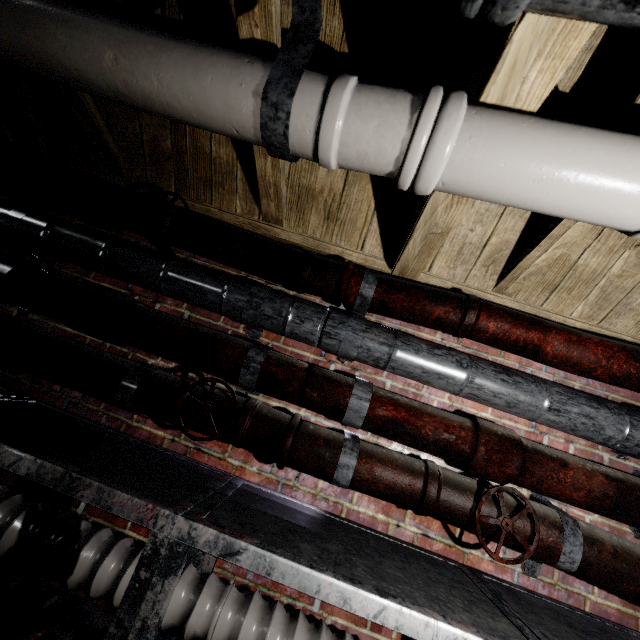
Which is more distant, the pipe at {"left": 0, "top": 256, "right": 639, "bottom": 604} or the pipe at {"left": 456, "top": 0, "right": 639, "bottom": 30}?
the pipe at {"left": 0, "top": 256, "right": 639, "bottom": 604}

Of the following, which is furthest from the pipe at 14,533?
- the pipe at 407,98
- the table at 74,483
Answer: the pipe at 407,98

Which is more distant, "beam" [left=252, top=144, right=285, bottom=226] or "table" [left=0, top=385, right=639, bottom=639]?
"beam" [left=252, top=144, right=285, bottom=226]

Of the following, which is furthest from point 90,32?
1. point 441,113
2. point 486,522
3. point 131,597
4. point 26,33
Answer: point 486,522

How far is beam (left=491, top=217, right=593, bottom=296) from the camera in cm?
119

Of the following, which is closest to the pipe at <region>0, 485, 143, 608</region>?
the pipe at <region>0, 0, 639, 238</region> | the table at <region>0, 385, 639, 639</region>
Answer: the table at <region>0, 385, 639, 639</region>

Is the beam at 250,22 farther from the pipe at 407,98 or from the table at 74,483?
the table at 74,483

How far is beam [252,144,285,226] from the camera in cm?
137
